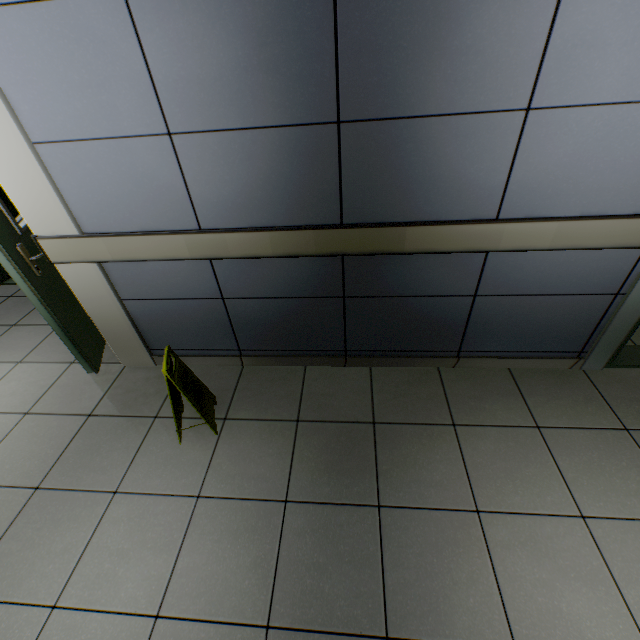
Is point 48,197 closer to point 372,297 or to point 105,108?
point 105,108

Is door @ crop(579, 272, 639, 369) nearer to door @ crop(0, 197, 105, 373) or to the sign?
the sign

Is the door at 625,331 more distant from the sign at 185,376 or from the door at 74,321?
the door at 74,321

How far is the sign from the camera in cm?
181

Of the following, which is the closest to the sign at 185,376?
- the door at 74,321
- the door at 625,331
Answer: the door at 74,321

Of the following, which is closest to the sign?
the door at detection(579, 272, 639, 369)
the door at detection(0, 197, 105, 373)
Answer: the door at detection(0, 197, 105, 373)
